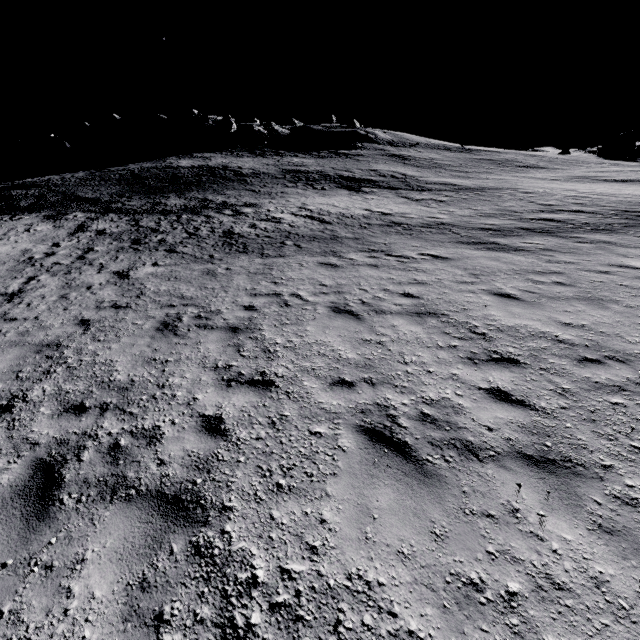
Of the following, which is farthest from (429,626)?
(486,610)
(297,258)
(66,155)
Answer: (66,155)

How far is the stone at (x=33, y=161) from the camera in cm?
4819

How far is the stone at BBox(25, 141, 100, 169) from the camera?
48.2 meters
